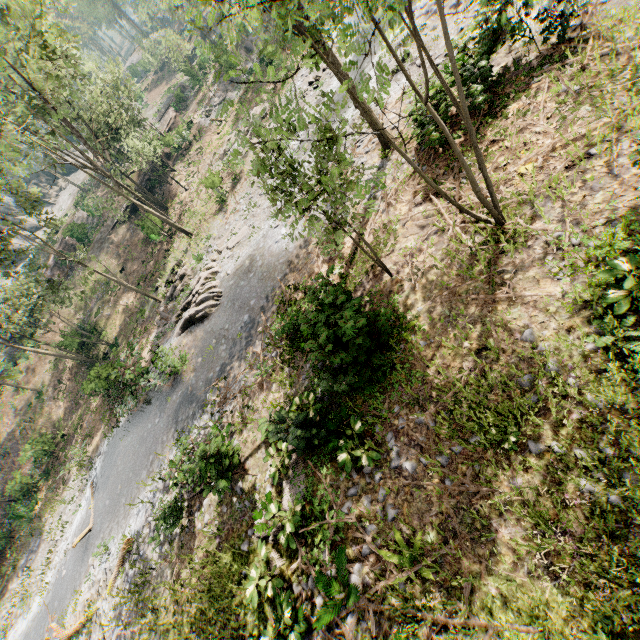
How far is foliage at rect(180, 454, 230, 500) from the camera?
9.4 meters

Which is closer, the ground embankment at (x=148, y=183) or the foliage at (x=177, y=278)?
the foliage at (x=177, y=278)

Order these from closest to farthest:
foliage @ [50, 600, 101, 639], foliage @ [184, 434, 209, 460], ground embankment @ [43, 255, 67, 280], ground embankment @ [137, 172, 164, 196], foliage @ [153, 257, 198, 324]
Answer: foliage @ [184, 434, 209, 460]
foliage @ [50, 600, 101, 639]
foliage @ [153, 257, 198, 324]
ground embankment @ [137, 172, 164, 196]
ground embankment @ [43, 255, 67, 280]

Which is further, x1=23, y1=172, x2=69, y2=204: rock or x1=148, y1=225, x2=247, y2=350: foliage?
x1=23, y1=172, x2=69, y2=204: rock

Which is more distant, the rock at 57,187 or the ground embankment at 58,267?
the rock at 57,187

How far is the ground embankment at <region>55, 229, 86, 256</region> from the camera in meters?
36.7

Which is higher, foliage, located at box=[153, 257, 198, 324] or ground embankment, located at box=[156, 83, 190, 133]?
ground embankment, located at box=[156, 83, 190, 133]

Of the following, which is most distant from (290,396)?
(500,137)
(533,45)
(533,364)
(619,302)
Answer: (533,45)
